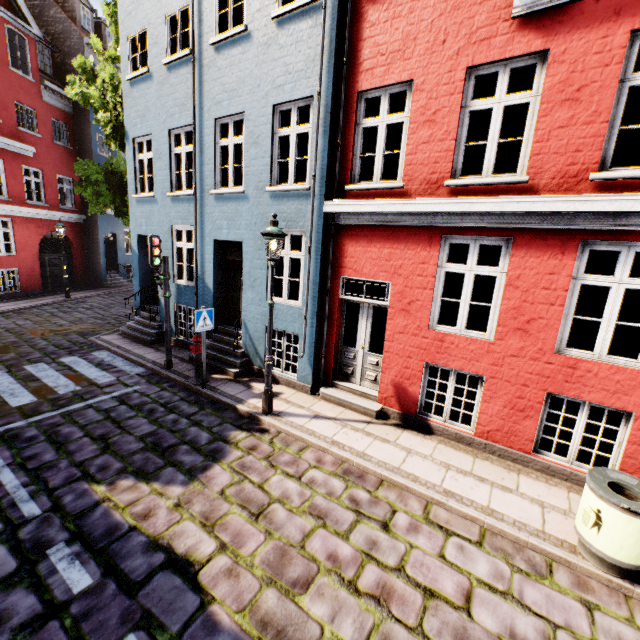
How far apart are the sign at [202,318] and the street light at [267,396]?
1.8m

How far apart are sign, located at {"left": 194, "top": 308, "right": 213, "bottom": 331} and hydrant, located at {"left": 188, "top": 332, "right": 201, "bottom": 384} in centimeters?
49cm

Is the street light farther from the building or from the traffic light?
the traffic light

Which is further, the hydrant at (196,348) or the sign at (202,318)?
the hydrant at (196,348)

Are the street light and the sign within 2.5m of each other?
yes

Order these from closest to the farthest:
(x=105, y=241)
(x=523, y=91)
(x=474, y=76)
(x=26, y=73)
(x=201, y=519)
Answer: (x=201, y=519) < (x=474, y=76) < (x=523, y=91) < (x=26, y=73) < (x=105, y=241)

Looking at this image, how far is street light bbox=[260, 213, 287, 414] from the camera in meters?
5.8 m

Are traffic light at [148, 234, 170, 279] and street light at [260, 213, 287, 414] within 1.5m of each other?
no
